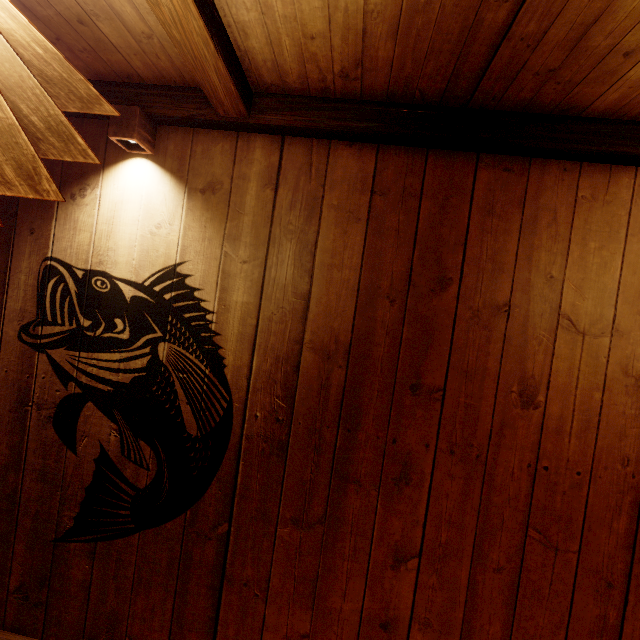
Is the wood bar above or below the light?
above

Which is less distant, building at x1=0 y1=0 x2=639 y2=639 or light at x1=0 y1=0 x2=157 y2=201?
light at x1=0 y1=0 x2=157 y2=201

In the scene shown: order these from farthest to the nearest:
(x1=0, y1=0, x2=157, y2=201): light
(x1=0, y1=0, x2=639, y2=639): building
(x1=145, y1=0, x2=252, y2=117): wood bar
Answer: (x1=0, y1=0, x2=639, y2=639): building → (x1=145, y1=0, x2=252, y2=117): wood bar → (x1=0, y1=0, x2=157, y2=201): light

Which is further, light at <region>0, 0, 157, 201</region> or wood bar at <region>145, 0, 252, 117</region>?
wood bar at <region>145, 0, 252, 117</region>

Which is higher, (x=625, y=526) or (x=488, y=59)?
(x=488, y=59)

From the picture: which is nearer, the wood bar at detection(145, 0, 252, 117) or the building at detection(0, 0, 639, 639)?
the wood bar at detection(145, 0, 252, 117)

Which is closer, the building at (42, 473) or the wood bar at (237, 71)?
the wood bar at (237, 71)

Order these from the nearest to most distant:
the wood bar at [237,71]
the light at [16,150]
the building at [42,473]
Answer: the light at [16,150]
the wood bar at [237,71]
the building at [42,473]
